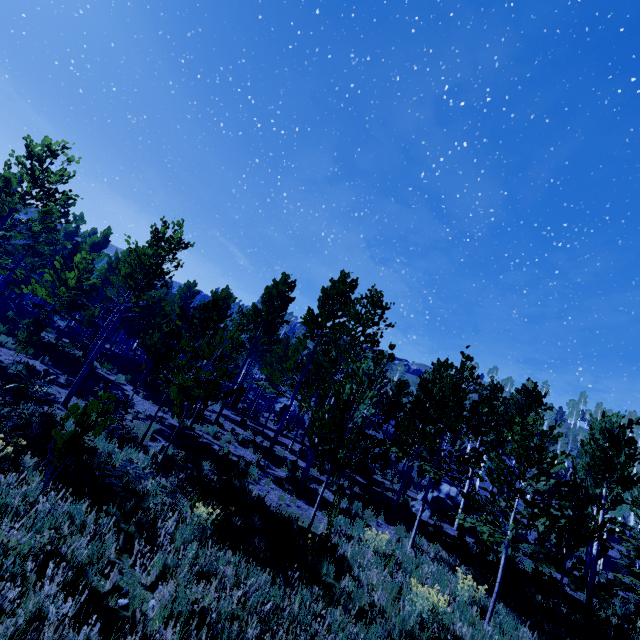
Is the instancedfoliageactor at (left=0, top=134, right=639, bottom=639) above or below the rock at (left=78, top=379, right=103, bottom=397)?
above

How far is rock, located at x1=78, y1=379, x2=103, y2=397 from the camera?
14.7 meters

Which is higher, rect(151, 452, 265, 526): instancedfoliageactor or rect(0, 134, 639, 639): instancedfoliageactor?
rect(0, 134, 639, 639): instancedfoliageactor

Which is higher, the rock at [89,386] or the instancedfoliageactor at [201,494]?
the instancedfoliageactor at [201,494]

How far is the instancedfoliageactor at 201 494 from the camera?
6.94m

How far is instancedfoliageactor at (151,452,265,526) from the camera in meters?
6.9 m

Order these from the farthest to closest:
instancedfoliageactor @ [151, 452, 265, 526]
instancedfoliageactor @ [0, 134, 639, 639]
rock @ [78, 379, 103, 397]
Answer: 1. rock @ [78, 379, 103, 397]
2. instancedfoliageactor @ [0, 134, 639, 639]
3. instancedfoliageactor @ [151, 452, 265, 526]

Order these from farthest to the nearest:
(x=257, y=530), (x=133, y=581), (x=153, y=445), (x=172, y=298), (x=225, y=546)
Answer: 1. (x=172, y=298)
2. (x=153, y=445)
3. (x=257, y=530)
4. (x=225, y=546)
5. (x=133, y=581)
